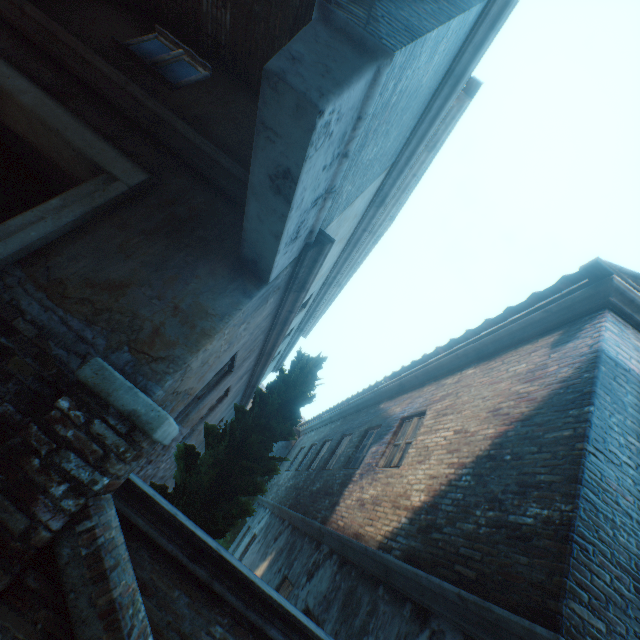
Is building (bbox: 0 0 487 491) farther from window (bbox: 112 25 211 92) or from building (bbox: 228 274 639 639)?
building (bbox: 228 274 639 639)

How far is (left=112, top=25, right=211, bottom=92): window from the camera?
4.2m

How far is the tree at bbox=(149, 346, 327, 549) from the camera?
3.8 meters

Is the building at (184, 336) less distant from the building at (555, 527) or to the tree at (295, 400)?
the tree at (295, 400)

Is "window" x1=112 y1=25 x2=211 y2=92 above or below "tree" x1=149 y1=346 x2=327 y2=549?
above

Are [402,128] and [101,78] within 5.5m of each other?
yes

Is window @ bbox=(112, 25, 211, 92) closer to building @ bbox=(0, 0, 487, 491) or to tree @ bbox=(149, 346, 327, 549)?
building @ bbox=(0, 0, 487, 491)

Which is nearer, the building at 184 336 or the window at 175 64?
the building at 184 336
